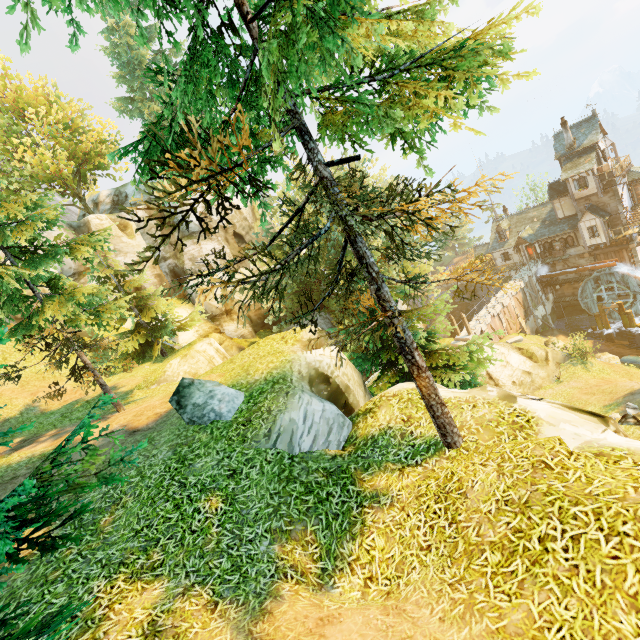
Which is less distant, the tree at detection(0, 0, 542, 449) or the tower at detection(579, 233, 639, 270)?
the tree at detection(0, 0, 542, 449)

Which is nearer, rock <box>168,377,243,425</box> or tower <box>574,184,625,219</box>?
rock <box>168,377,243,425</box>

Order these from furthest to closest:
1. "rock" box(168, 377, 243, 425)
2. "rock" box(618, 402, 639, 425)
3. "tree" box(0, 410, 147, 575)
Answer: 1. "rock" box(618, 402, 639, 425)
2. "rock" box(168, 377, 243, 425)
3. "tree" box(0, 410, 147, 575)

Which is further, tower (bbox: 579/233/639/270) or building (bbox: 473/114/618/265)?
tower (bbox: 579/233/639/270)

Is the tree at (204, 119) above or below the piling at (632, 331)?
above

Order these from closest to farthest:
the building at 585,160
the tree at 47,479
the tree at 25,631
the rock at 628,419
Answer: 1. the tree at 25,631
2. the tree at 47,479
3. the rock at 628,419
4. the building at 585,160

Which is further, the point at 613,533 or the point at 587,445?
the point at 587,445

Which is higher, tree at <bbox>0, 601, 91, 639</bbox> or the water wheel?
tree at <bbox>0, 601, 91, 639</bbox>
